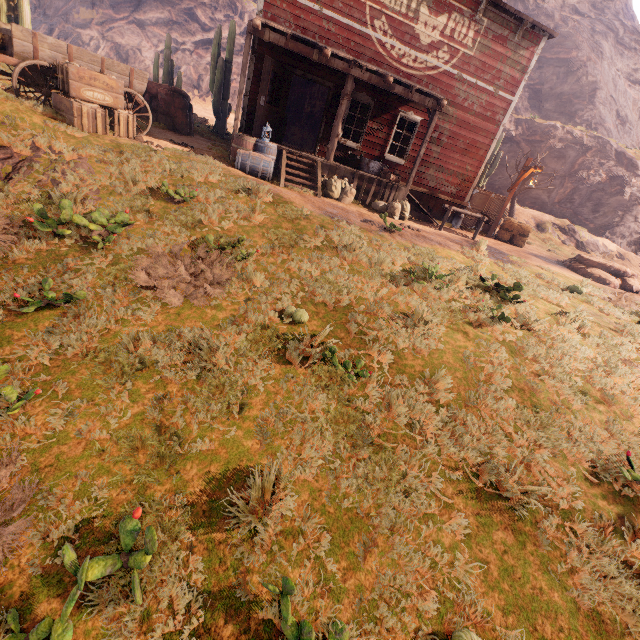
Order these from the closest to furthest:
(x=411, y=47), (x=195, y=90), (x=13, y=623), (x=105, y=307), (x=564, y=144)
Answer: (x=13, y=623), (x=105, y=307), (x=411, y=47), (x=564, y=144), (x=195, y=90)

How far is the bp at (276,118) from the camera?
9.9 meters

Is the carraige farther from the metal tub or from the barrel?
the metal tub

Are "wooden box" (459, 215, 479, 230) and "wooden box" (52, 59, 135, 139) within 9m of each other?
no

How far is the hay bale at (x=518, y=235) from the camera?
14.62m

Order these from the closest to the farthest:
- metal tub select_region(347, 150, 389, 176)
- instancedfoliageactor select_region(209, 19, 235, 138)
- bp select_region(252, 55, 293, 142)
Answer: bp select_region(252, 55, 293, 142) < metal tub select_region(347, 150, 389, 176) < instancedfoliageactor select_region(209, 19, 235, 138)

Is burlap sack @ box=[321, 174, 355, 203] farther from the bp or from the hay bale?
the hay bale

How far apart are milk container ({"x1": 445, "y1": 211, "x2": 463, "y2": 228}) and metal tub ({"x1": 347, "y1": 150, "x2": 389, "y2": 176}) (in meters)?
4.03
